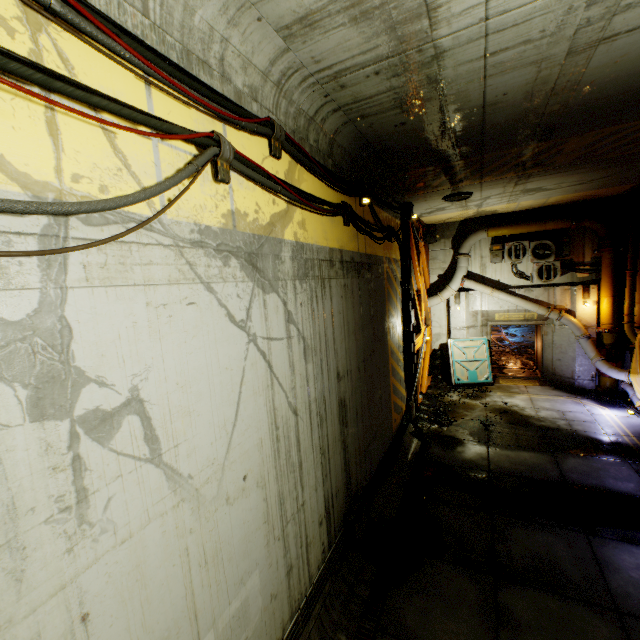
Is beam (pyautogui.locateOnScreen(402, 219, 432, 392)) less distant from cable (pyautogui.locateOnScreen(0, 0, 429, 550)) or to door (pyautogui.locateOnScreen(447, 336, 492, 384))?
cable (pyautogui.locateOnScreen(0, 0, 429, 550))

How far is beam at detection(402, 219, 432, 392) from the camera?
10.4 meters

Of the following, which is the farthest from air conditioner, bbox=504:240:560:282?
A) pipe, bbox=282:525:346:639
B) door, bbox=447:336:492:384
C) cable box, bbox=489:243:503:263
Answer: pipe, bbox=282:525:346:639

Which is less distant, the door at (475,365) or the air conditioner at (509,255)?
the air conditioner at (509,255)

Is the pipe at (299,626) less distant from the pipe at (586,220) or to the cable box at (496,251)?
the pipe at (586,220)

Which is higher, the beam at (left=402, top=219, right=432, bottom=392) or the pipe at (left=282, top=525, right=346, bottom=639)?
the beam at (left=402, top=219, right=432, bottom=392)

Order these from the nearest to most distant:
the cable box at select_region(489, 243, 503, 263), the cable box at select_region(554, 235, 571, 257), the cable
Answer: the cable
the cable box at select_region(554, 235, 571, 257)
the cable box at select_region(489, 243, 503, 263)

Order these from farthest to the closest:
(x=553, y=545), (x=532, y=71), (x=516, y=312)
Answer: (x=516, y=312) < (x=553, y=545) < (x=532, y=71)
